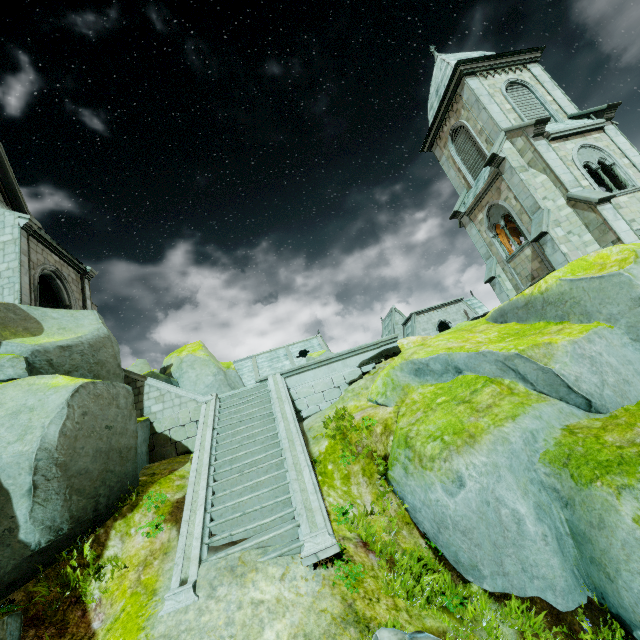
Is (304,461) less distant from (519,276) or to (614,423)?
(614,423)

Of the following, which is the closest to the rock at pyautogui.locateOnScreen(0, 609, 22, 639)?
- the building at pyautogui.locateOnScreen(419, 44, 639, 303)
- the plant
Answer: the building at pyautogui.locateOnScreen(419, 44, 639, 303)

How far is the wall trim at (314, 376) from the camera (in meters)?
12.95

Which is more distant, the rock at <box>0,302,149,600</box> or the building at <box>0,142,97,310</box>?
the building at <box>0,142,97,310</box>

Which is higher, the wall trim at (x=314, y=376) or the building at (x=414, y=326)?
the building at (x=414, y=326)

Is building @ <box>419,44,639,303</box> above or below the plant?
above

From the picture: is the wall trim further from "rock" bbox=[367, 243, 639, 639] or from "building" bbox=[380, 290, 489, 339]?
"building" bbox=[380, 290, 489, 339]
